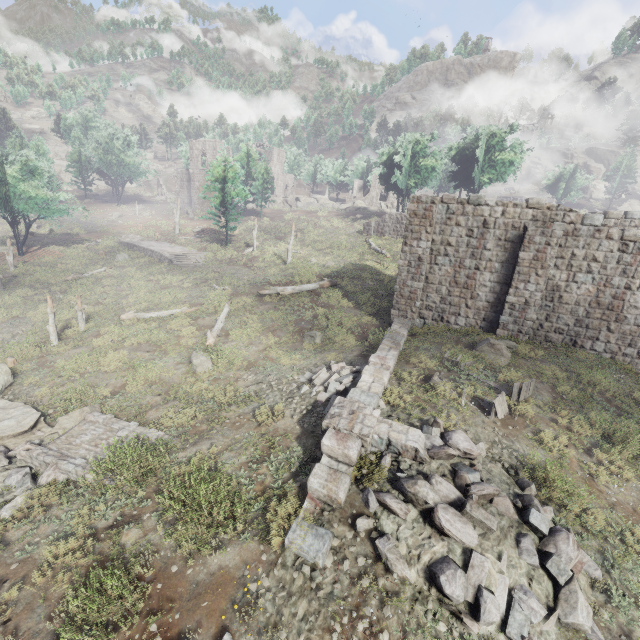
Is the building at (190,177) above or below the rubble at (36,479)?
above

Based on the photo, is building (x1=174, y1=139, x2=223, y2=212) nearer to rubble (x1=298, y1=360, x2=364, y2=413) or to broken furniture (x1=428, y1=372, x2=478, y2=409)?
rubble (x1=298, y1=360, x2=364, y2=413)

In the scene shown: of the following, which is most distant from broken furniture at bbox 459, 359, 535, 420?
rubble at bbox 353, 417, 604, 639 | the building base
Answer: the building base

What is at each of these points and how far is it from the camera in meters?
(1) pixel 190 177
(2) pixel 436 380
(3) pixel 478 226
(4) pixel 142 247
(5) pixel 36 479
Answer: (1) building, 57.5
(2) broken furniture, 11.3
(3) building, 14.5
(4) building base, 34.0
(5) rubble, 8.2

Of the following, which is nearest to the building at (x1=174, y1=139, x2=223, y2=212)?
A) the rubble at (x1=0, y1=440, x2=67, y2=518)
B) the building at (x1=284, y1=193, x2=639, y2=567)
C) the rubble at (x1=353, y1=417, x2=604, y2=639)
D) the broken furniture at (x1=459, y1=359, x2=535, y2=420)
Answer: the building at (x1=284, y1=193, x2=639, y2=567)

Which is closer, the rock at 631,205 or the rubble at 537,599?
the rubble at 537,599

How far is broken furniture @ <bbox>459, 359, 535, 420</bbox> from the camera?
9.93m

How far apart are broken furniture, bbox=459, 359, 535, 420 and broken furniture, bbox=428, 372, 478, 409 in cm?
93
